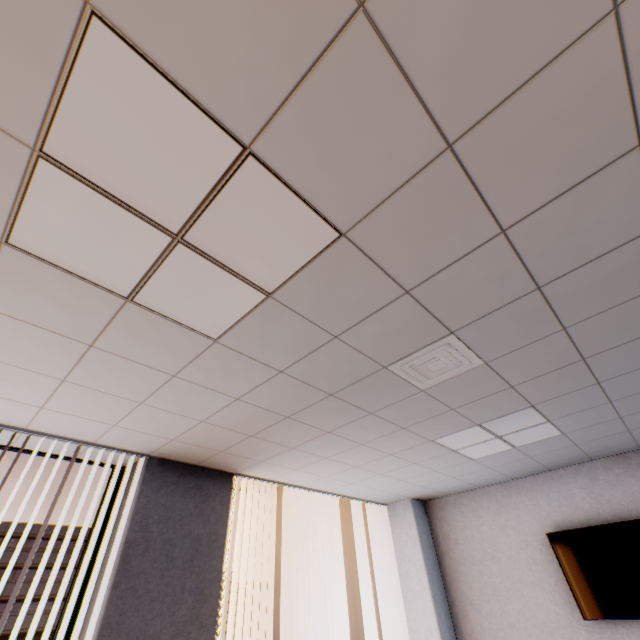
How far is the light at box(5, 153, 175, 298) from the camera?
1.2 meters

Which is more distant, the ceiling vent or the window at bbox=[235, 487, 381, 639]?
the window at bbox=[235, 487, 381, 639]

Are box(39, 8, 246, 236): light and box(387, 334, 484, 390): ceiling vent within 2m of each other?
yes

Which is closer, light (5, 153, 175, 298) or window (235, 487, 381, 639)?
light (5, 153, 175, 298)

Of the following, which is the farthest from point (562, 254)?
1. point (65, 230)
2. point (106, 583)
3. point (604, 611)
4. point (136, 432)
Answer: point (604, 611)

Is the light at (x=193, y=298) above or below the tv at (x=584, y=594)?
above

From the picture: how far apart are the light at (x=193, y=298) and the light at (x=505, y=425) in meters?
2.5 m

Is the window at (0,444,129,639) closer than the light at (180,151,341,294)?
No
